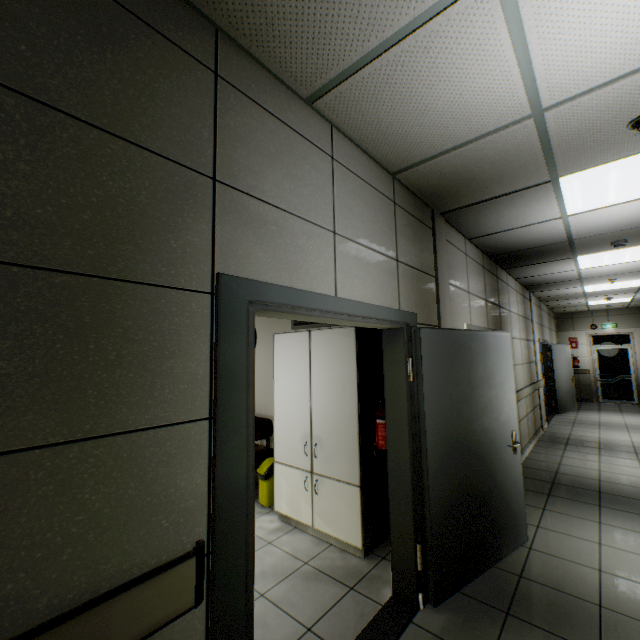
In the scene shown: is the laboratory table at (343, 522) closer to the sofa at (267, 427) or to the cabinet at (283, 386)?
the cabinet at (283, 386)

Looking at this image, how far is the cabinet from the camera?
3.04m

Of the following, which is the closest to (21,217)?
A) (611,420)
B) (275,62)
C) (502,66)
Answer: (275,62)

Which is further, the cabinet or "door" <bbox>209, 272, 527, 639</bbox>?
the cabinet

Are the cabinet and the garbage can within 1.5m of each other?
yes

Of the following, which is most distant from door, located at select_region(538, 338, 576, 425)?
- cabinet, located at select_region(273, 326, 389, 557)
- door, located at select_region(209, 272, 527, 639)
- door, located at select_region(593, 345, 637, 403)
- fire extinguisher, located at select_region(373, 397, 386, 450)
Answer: fire extinguisher, located at select_region(373, 397, 386, 450)

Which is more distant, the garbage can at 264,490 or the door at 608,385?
the door at 608,385

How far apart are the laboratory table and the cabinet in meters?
0.0
